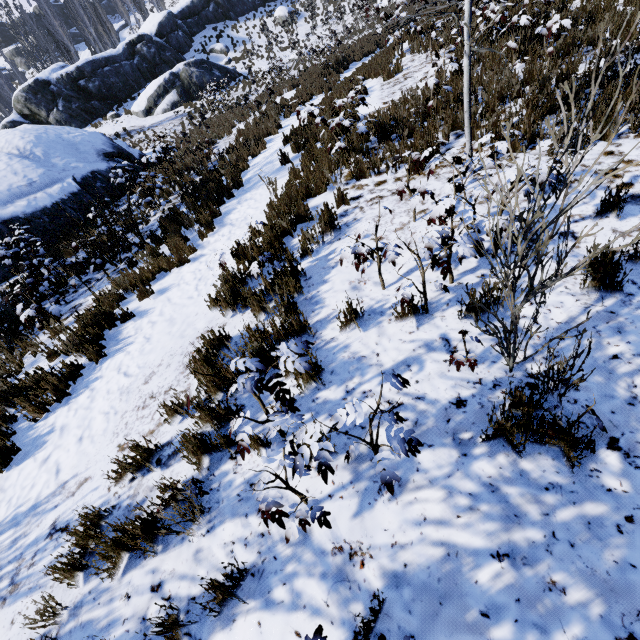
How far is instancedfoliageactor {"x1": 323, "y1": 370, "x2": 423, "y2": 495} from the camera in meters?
1.9 m

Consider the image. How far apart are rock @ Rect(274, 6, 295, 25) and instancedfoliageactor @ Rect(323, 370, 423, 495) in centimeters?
4466cm

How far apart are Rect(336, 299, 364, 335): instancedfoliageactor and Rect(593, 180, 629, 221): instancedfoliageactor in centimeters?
Result: 293cm

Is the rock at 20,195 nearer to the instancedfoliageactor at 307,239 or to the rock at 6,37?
the instancedfoliageactor at 307,239

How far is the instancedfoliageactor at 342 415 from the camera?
1.9 meters

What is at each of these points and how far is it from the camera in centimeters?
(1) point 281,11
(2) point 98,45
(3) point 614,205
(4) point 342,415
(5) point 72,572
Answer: (1) rock, 3325cm
(2) instancedfoliageactor, 4162cm
(3) instancedfoliageactor, 361cm
(4) instancedfoliageactor, 194cm
(5) instancedfoliageactor, 272cm

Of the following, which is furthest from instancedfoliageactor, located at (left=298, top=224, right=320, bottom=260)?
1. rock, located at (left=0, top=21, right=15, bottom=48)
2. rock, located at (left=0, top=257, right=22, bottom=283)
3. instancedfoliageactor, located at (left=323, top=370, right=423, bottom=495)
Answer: rock, located at (left=0, top=21, right=15, bottom=48)

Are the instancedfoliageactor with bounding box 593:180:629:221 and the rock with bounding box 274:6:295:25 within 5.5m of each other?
no
